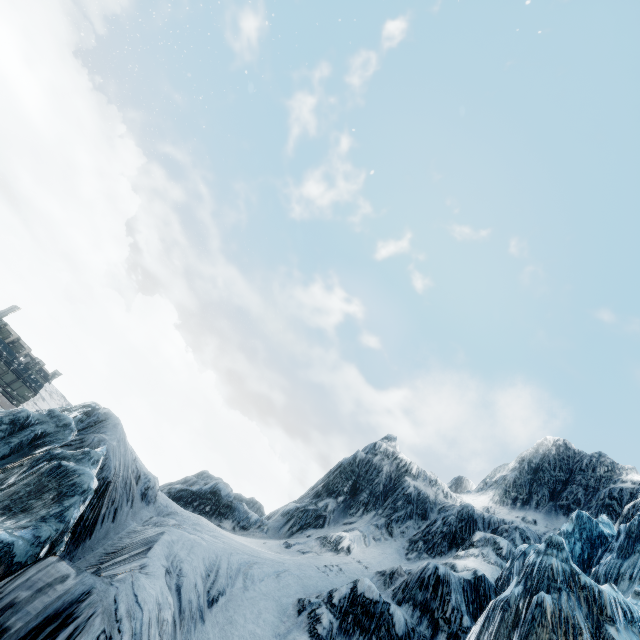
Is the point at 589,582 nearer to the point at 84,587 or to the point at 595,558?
the point at 595,558
